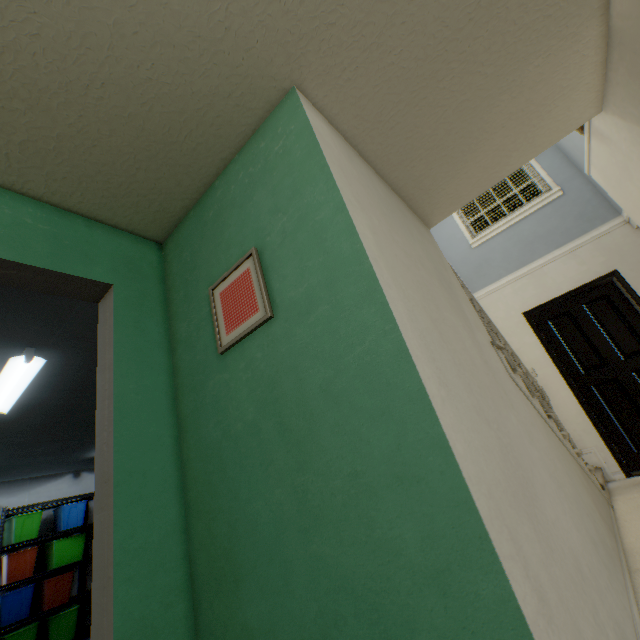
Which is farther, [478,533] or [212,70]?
[212,70]

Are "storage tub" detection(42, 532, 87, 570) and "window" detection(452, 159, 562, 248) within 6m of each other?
no

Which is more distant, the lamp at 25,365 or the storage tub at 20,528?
the storage tub at 20,528

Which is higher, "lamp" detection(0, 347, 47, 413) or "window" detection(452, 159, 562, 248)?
"window" detection(452, 159, 562, 248)

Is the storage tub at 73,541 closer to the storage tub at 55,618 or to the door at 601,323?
the storage tub at 55,618

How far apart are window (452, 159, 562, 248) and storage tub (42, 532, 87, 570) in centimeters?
780cm

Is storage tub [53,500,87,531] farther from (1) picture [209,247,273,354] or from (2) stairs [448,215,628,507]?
(1) picture [209,247,273,354]

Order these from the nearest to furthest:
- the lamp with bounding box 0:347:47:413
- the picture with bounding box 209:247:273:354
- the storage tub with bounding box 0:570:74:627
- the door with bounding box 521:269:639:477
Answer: the picture with bounding box 209:247:273:354 < the lamp with bounding box 0:347:47:413 < the door with bounding box 521:269:639:477 < the storage tub with bounding box 0:570:74:627
